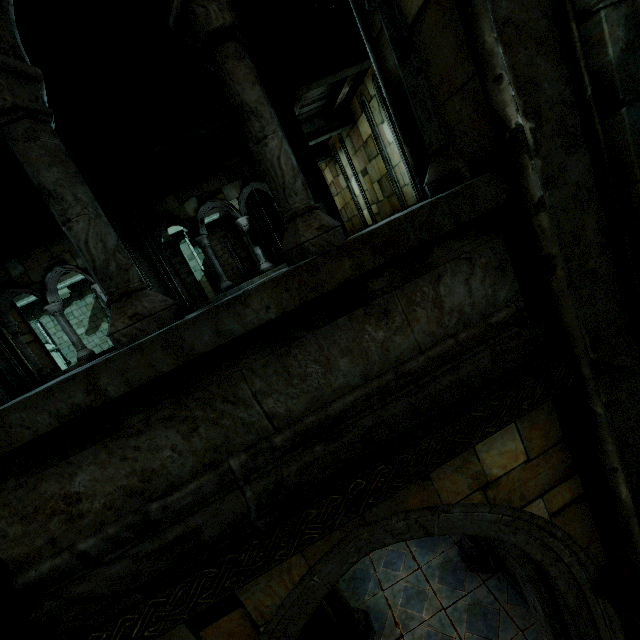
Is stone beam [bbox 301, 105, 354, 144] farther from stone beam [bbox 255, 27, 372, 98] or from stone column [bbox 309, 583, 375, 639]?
stone column [bbox 309, 583, 375, 639]

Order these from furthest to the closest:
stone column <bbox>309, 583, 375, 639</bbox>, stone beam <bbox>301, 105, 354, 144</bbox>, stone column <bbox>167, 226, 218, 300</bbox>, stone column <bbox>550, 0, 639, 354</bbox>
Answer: stone column <bbox>167, 226, 218, 300</bbox> < stone beam <bbox>301, 105, 354, 144</bbox> < stone column <bbox>309, 583, 375, 639</bbox> < stone column <bbox>550, 0, 639, 354</bbox>

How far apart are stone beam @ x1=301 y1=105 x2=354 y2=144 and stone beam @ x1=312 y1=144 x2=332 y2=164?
2.87m

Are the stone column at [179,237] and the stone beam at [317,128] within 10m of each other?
yes

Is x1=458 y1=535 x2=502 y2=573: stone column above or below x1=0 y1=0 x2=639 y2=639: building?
below

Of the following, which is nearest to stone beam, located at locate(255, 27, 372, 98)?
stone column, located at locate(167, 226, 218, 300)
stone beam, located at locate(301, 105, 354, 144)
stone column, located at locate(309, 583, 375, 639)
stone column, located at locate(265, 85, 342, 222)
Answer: stone column, located at locate(265, 85, 342, 222)

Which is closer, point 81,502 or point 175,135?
point 81,502

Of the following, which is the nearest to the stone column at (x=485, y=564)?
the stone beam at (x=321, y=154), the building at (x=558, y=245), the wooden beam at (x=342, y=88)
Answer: the building at (x=558, y=245)
